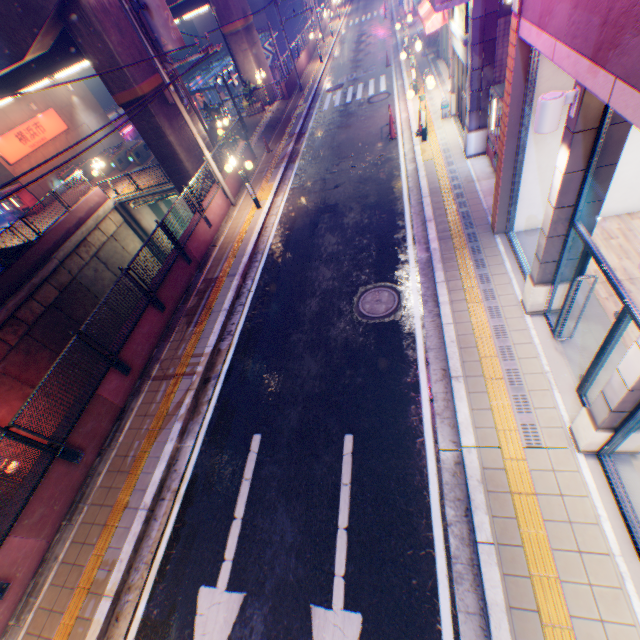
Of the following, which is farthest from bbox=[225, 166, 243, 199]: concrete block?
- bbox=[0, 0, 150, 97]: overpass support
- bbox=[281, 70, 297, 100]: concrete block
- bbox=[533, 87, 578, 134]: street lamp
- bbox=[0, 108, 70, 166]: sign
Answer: bbox=[0, 108, 70, 166]: sign

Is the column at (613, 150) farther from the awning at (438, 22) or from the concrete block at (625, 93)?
the awning at (438, 22)

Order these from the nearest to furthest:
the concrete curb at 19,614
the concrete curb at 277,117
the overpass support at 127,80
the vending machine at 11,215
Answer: the concrete curb at 19,614, the overpass support at 127,80, the concrete curb at 277,117, the vending machine at 11,215

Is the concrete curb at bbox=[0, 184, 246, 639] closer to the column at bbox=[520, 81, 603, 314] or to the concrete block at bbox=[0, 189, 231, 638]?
the concrete block at bbox=[0, 189, 231, 638]

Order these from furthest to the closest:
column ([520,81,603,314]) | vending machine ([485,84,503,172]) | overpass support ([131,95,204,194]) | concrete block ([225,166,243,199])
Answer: concrete block ([225,166,243,199]) < overpass support ([131,95,204,194]) < vending machine ([485,84,503,172]) < column ([520,81,603,314])

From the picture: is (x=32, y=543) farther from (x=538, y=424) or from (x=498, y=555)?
(x=538, y=424)

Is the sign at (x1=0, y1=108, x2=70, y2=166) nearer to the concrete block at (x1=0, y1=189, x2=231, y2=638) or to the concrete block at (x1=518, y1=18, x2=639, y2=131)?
the concrete block at (x1=0, y1=189, x2=231, y2=638)

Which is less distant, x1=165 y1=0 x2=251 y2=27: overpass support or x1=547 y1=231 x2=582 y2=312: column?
x1=547 y1=231 x2=582 y2=312: column
